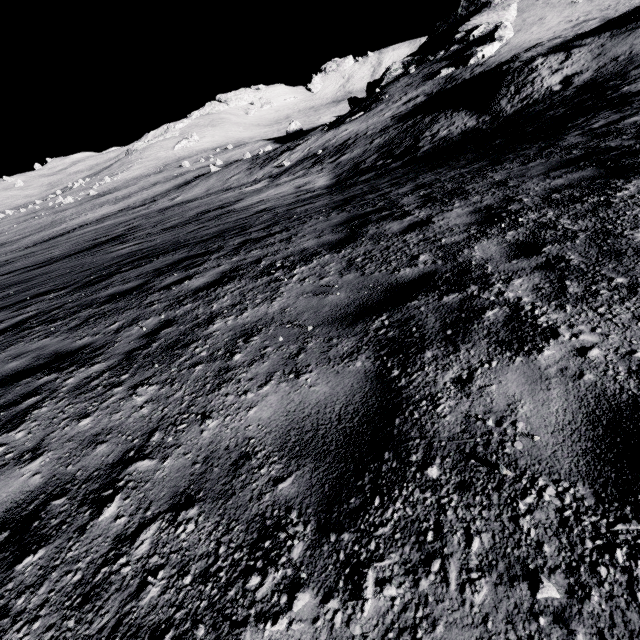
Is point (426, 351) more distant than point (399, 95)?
No
